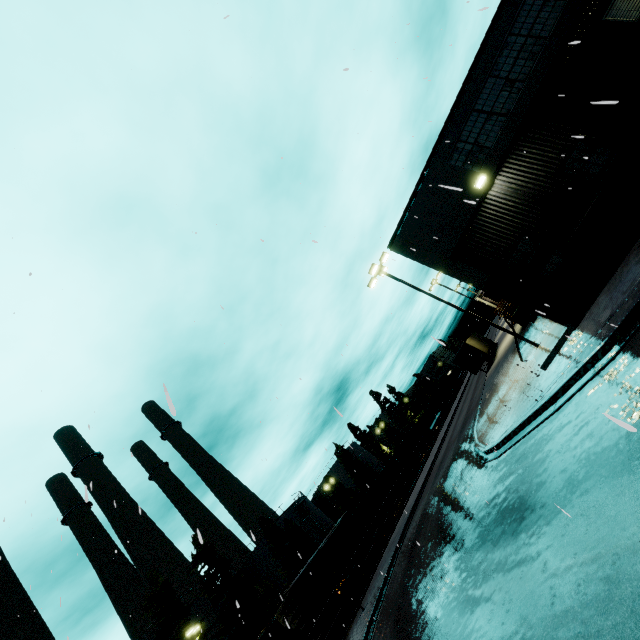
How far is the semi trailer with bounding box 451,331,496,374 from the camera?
34.5m

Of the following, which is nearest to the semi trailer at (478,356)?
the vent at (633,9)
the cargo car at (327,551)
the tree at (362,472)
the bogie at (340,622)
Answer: the cargo car at (327,551)

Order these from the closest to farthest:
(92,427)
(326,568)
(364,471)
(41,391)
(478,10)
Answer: (478,10) → (41,391) → (92,427) → (326,568) → (364,471)

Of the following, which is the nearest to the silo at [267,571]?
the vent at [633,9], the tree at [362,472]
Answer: the tree at [362,472]

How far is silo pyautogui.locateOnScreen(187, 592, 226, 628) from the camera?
32.9 meters

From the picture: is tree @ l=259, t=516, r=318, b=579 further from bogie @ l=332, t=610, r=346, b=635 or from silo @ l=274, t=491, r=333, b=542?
bogie @ l=332, t=610, r=346, b=635

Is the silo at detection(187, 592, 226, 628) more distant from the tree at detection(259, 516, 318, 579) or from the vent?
the vent

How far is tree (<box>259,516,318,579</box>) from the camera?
41.2 meters
